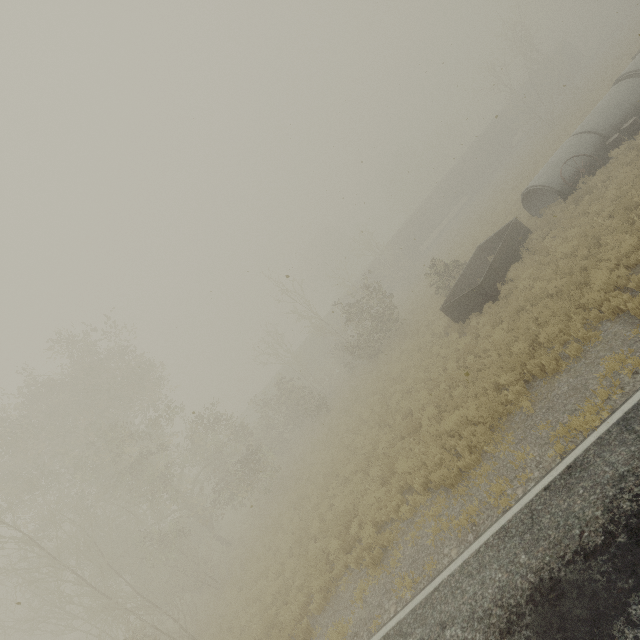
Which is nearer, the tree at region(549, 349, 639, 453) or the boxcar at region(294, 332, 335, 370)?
the tree at region(549, 349, 639, 453)

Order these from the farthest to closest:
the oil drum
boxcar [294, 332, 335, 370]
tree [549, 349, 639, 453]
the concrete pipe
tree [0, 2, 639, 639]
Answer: boxcar [294, 332, 335, 370] < the concrete pipe < the oil drum < tree [0, 2, 639, 639] < tree [549, 349, 639, 453]

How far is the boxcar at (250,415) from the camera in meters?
45.4

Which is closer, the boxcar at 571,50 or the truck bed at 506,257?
the truck bed at 506,257

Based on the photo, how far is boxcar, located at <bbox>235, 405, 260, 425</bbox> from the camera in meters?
45.4 m

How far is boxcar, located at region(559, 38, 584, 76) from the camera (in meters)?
43.66

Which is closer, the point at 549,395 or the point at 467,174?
the point at 549,395

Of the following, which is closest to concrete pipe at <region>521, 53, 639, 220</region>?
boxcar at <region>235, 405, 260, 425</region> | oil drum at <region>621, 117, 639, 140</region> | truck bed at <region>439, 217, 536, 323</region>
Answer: oil drum at <region>621, 117, 639, 140</region>
